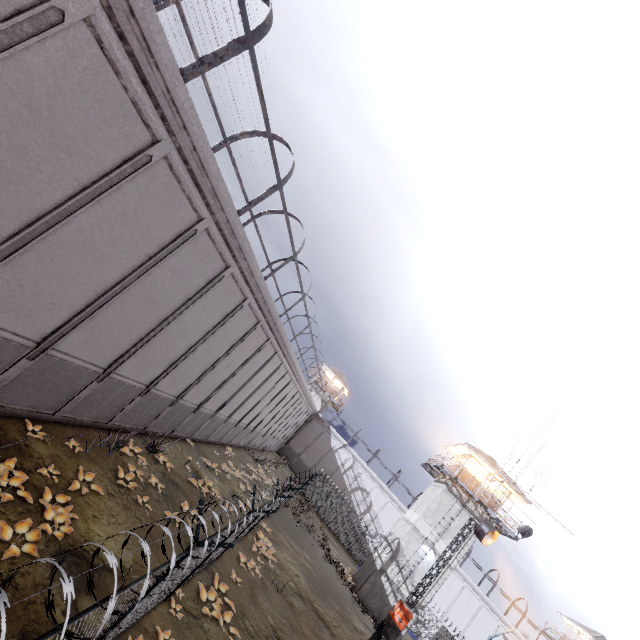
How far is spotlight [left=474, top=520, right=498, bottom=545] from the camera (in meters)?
15.24

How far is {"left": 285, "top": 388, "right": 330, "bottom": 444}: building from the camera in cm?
4772

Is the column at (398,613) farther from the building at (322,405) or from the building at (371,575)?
the building at (322,405)

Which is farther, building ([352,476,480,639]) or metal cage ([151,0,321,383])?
building ([352,476,480,639])

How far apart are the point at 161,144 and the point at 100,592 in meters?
10.1 m

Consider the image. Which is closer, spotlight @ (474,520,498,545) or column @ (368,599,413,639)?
column @ (368,599,413,639)

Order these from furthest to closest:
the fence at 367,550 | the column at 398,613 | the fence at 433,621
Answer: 1. the fence at 433,621
2. the column at 398,613
3. the fence at 367,550

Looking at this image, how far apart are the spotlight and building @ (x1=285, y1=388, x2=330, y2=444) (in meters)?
33.68
